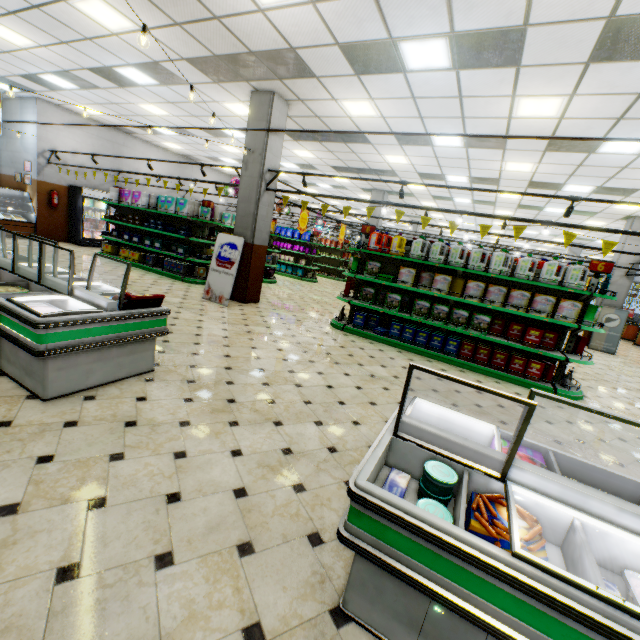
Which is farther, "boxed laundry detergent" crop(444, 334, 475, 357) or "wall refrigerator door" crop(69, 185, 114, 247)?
"wall refrigerator door" crop(69, 185, 114, 247)

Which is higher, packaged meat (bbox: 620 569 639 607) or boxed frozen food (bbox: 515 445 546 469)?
boxed frozen food (bbox: 515 445 546 469)

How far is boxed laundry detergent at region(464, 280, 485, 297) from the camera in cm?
616

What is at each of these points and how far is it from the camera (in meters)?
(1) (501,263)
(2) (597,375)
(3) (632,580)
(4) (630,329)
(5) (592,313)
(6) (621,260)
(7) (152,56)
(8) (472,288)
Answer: (1) liquid laundry detergent, 5.97
(2) building, 8.09
(3) packaged meat, 1.38
(4) checkout counter, 17.30
(5) boxed laundry detergent, 5.62
(6) building, 12.01
(7) building, 6.79
(8) boxed laundry detergent, 6.24

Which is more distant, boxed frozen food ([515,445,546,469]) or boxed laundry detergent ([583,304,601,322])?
boxed laundry detergent ([583,304,601,322])

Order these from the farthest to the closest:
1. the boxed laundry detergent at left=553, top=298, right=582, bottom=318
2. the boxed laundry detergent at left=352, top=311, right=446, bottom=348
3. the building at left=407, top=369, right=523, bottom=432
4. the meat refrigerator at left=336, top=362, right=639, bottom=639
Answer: the boxed laundry detergent at left=352, top=311, right=446, bottom=348
the boxed laundry detergent at left=553, top=298, right=582, bottom=318
the building at left=407, top=369, right=523, bottom=432
the meat refrigerator at left=336, top=362, right=639, bottom=639

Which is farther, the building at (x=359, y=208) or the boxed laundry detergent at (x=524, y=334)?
the building at (x=359, y=208)

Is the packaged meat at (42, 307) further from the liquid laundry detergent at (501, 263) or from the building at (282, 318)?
the liquid laundry detergent at (501, 263)
